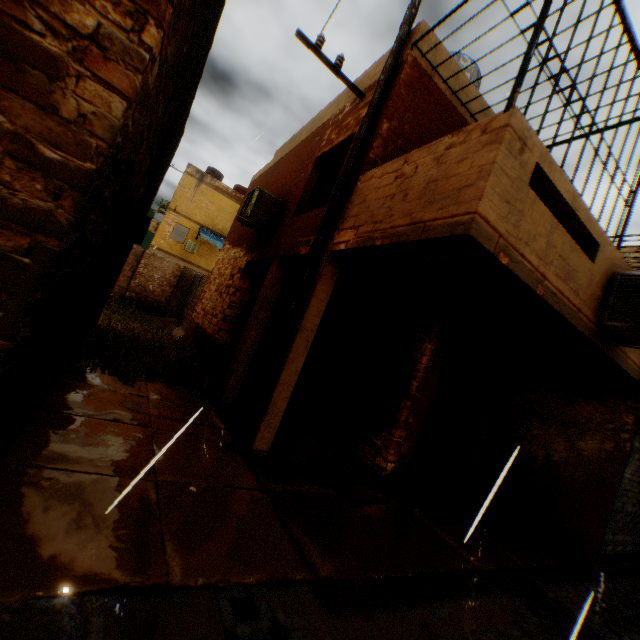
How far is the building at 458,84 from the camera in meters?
5.8 m

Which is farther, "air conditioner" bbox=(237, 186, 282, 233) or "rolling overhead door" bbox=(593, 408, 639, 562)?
"air conditioner" bbox=(237, 186, 282, 233)

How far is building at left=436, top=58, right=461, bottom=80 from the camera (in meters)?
5.70

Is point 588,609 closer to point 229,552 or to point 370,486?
point 370,486

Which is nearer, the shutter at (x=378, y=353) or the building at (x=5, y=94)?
the building at (x=5, y=94)

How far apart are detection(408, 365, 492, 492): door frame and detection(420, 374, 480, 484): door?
0.0 meters

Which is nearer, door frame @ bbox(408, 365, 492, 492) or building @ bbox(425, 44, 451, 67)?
building @ bbox(425, 44, 451, 67)
